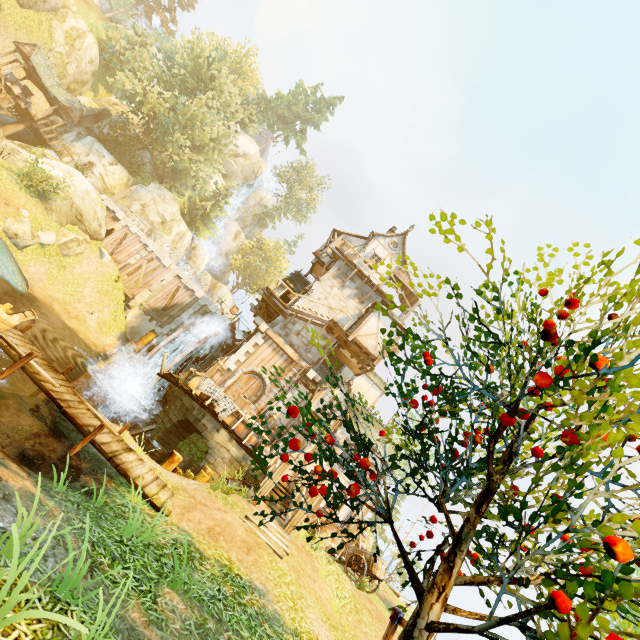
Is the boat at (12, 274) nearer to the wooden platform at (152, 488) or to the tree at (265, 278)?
the tree at (265, 278)

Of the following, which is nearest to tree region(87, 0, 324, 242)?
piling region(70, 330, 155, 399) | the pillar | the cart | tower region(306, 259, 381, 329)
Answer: the pillar

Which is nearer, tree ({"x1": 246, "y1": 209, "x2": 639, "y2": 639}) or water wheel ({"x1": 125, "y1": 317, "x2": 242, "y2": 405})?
tree ({"x1": 246, "y1": 209, "x2": 639, "y2": 639})

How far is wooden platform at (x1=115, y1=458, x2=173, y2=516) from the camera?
7.5m

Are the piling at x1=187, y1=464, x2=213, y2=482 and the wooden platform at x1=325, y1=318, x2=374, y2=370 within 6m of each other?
no

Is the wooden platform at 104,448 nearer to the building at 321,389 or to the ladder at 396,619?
the ladder at 396,619

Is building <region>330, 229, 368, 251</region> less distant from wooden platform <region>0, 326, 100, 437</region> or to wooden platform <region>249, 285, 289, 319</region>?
wooden platform <region>249, 285, 289, 319</region>

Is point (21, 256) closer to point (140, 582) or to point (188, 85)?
point (140, 582)
